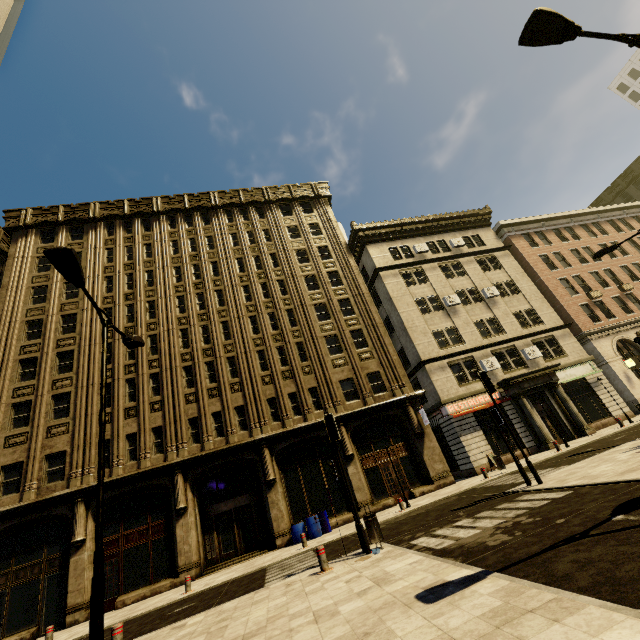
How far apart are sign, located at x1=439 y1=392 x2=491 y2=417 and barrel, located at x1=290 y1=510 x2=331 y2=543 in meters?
10.1 m

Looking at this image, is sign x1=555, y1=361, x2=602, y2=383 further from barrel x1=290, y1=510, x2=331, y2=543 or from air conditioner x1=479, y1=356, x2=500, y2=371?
barrel x1=290, y1=510, x2=331, y2=543

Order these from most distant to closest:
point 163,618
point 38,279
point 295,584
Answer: point 38,279 → point 163,618 → point 295,584

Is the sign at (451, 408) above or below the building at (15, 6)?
below

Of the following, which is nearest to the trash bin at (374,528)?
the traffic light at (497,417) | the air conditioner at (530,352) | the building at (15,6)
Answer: the traffic light at (497,417)

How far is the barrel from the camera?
16.73m

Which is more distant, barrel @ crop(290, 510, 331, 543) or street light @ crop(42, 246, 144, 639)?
barrel @ crop(290, 510, 331, 543)

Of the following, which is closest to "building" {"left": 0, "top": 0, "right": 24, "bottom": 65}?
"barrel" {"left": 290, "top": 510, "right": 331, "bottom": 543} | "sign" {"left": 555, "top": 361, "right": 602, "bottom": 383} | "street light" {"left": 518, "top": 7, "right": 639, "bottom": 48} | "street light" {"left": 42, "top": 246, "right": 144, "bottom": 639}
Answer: "sign" {"left": 555, "top": 361, "right": 602, "bottom": 383}
